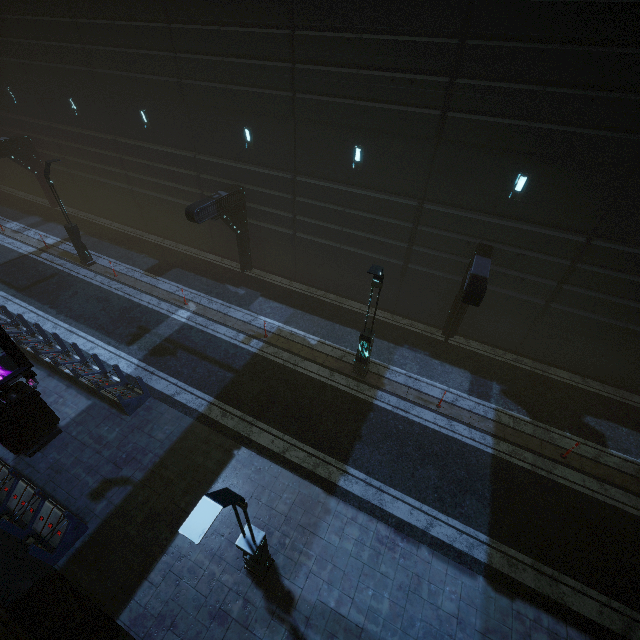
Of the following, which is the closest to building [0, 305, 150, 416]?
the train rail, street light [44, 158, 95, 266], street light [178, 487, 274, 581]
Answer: the train rail

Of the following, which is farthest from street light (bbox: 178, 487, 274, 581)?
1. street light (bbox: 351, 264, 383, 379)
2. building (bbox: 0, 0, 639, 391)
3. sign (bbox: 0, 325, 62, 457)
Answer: sign (bbox: 0, 325, 62, 457)

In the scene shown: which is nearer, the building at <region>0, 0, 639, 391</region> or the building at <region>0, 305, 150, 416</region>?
the building at <region>0, 0, 639, 391</region>

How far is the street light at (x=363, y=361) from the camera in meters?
9.9 m

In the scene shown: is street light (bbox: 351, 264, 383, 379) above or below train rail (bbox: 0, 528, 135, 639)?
above

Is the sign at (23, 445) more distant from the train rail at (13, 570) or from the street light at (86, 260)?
the street light at (86, 260)

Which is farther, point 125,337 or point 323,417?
point 125,337

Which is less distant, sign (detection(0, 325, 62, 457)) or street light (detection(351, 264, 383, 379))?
sign (detection(0, 325, 62, 457))
